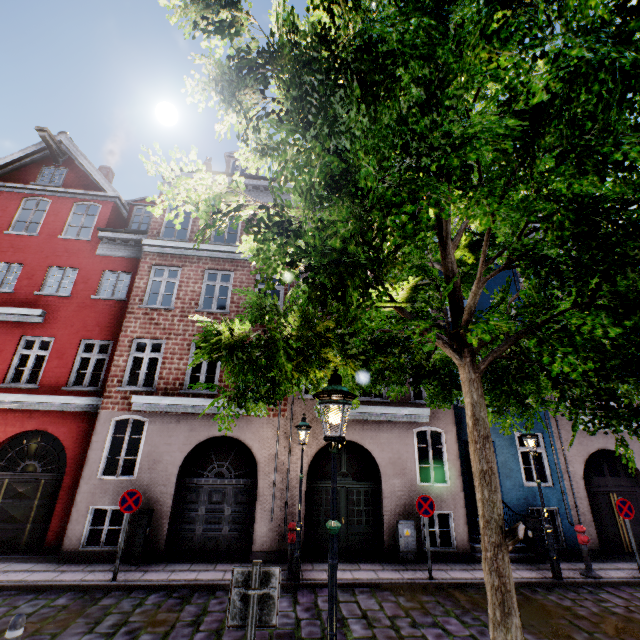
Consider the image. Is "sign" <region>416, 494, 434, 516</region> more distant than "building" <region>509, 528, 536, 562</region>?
No

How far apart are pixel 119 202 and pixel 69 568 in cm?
1316

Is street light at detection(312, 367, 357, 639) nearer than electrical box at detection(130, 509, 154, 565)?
Yes

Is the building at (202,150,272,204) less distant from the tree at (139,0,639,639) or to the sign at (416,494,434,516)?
the sign at (416,494,434,516)

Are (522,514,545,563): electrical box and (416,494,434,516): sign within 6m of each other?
yes

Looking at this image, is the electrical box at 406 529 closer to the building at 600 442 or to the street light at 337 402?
the building at 600 442

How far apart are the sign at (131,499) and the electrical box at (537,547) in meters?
11.6 m

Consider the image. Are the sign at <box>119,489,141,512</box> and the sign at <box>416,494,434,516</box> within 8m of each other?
yes
